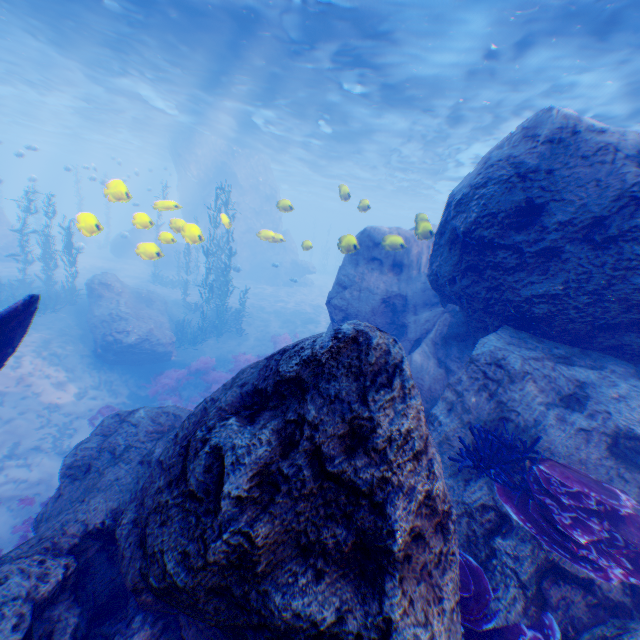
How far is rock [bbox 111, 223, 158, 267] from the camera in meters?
8.9

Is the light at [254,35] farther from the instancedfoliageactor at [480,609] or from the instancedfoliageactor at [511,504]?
the instancedfoliageactor at [511,504]

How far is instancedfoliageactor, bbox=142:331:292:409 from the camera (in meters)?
13.98

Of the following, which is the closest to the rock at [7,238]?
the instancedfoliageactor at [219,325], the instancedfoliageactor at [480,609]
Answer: the instancedfoliageactor at [480,609]

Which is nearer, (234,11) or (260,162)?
(234,11)

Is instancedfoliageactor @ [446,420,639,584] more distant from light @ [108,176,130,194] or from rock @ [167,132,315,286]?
light @ [108,176,130,194]

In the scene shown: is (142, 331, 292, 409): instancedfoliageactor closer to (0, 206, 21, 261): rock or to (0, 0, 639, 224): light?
(0, 206, 21, 261): rock

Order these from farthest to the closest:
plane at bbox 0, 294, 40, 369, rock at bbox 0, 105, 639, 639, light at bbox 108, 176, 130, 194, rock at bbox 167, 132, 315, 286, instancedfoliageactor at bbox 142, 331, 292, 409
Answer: rock at bbox 167, 132, 315, 286, instancedfoliageactor at bbox 142, 331, 292, 409, light at bbox 108, 176, 130, 194, plane at bbox 0, 294, 40, 369, rock at bbox 0, 105, 639, 639
